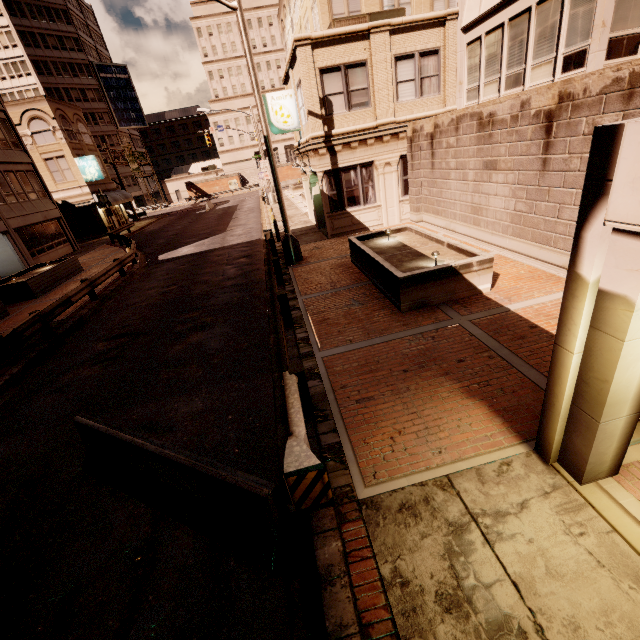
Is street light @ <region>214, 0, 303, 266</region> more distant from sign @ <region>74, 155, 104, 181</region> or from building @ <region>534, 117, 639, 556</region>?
sign @ <region>74, 155, 104, 181</region>

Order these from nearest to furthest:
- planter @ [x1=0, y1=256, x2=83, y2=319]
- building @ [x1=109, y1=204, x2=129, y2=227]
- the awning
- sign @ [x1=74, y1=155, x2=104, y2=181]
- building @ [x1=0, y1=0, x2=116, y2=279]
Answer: planter @ [x1=0, y1=256, x2=83, y2=319], building @ [x1=0, y1=0, x2=116, y2=279], sign @ [x1=74, y1=155, x2=104, y2=181], the awning, building @ [x1=109, y1=204, x2=129, y2=227]

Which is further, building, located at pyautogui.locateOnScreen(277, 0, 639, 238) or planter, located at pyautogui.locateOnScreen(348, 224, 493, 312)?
building, located at pyautogui.locateOnScreen(277, 0, 639, 238)

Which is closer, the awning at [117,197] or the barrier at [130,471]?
the barrier at [130,471]

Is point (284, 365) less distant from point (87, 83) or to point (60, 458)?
point (60, 458)

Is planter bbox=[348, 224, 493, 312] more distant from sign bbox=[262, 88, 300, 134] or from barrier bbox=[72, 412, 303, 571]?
sign bbox=[262, 88, 300, 134]

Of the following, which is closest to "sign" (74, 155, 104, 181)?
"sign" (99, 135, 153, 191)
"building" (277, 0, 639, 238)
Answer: "sign" (99, 135, 153, 191)

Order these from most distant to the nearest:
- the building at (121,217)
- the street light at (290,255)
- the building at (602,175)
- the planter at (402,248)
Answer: the building at (121,217)
the street light at (290,255)
the planter at (402,248)
the building at (602,175)
